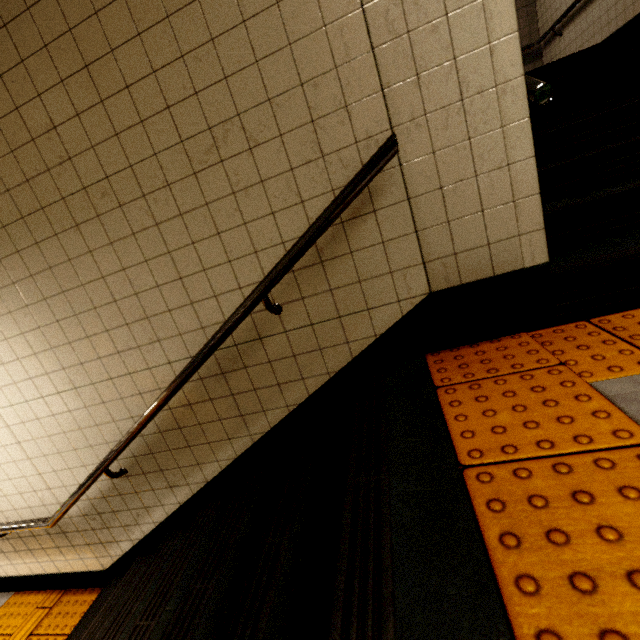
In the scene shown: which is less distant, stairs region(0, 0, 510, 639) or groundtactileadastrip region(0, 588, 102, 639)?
stairs region(0, 0, 510, 639)

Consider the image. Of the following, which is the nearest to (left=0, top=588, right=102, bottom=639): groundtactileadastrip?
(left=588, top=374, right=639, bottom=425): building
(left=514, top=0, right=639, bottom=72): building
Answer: (left=514, top=0, right=639, bottom=72): building

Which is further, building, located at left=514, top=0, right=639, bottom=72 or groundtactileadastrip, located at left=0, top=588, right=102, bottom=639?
building, located at left=514, top=0, right=639, bottom=72

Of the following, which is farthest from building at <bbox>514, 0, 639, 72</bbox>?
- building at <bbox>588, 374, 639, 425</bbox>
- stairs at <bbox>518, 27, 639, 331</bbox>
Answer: building at <bbox>588, 374, 639, 425</bbox>

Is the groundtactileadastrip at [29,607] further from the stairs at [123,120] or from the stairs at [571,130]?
the stairs at [571,130]

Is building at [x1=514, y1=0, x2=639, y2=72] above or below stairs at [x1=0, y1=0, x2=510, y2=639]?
above

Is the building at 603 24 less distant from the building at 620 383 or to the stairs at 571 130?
the stairs at 571 130

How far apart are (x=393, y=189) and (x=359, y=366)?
0.9m
